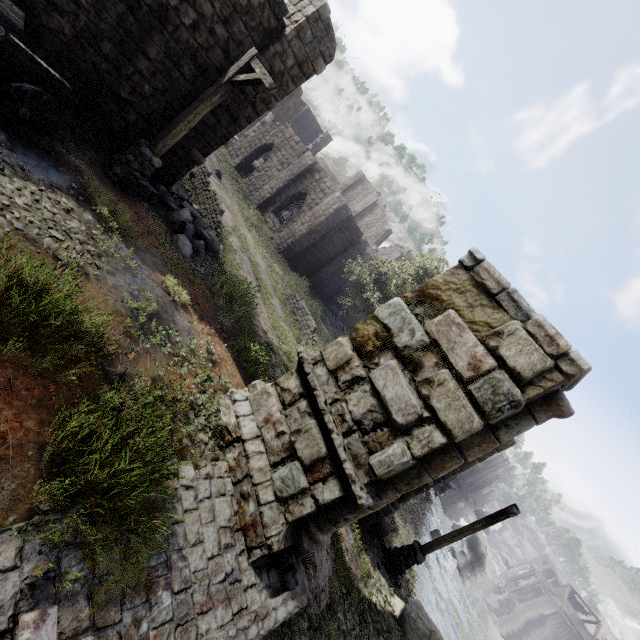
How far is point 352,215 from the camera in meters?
23.3 m

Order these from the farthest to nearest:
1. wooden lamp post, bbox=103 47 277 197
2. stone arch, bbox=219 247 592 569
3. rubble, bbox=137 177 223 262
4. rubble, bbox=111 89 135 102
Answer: rubble, bbox=137 177 223 262 < rubble, bbox=111 89 135 102 < wooden lamp post, bbox=103 47 277 197 < stone arch, bbox=219 247 592 569

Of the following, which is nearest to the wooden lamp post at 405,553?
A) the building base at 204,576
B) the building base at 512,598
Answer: the building base at 204,576

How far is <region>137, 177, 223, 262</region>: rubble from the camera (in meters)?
9.54

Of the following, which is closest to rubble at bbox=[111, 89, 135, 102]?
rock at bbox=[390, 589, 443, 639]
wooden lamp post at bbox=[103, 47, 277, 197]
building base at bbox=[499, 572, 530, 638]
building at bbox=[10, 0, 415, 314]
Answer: building at bbox=[10, 0, 415, 314]

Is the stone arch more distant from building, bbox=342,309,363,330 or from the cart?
the cart

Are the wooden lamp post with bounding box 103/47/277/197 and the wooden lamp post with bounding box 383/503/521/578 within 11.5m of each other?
no

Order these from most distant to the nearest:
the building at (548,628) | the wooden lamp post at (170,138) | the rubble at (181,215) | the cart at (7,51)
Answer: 1. the building at (548,628)
2. the rubble at (181,215)
3. the wooden lamp post at (170,138)
4. the cart at (7,51)
